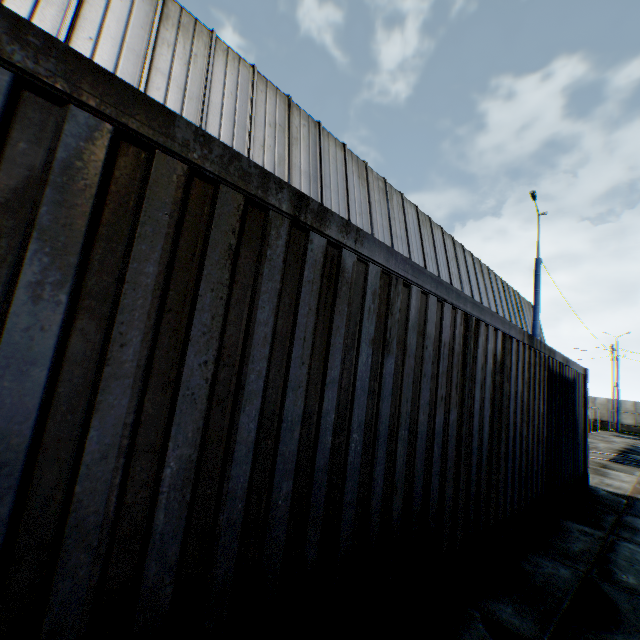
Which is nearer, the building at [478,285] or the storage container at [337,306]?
the storage container at [337,306]

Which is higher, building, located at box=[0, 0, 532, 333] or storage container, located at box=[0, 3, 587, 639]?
building, located at box=[0, 0, 532, 333]

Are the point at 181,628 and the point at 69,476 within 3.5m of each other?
yes

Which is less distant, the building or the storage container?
the storage container

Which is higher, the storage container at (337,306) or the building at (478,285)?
the building at (478,285)
